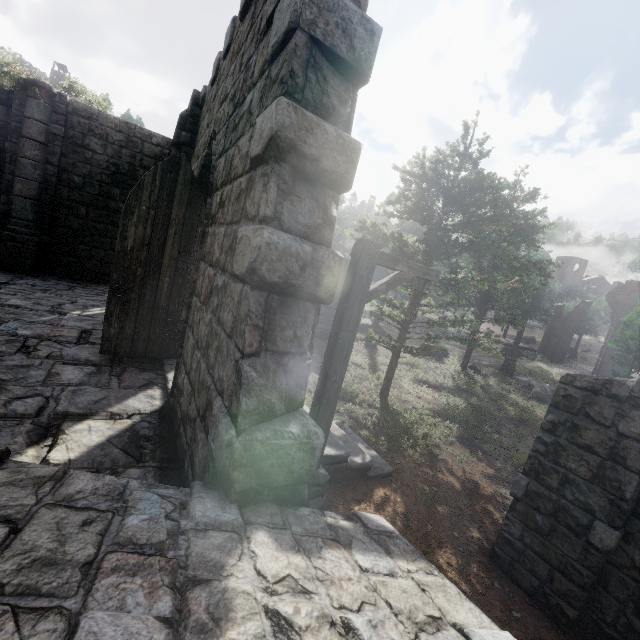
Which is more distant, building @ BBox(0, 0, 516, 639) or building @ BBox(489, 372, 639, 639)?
building @ BBox(489, 372, 639, 639)

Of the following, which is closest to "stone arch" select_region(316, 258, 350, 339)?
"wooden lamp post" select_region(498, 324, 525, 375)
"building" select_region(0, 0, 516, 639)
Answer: "building" select_region(0, 0, 516, 639)

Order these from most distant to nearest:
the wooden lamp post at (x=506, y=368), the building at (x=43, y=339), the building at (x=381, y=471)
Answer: the wooden lamp post at (x=506, y=368) < the building at (x=381, y=471) < the building at (x=43, y=339)

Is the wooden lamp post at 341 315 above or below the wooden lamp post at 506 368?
above

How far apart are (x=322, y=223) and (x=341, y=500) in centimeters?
562cm

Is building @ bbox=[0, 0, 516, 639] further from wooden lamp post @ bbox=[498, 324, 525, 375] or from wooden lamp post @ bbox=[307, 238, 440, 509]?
wooden lamp post @ bbox=[498, 324, 525, 375]

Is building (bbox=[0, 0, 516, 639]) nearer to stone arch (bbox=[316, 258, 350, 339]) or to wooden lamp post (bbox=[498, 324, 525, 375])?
stone arch (bbox=[316, 258, 350, 339])
